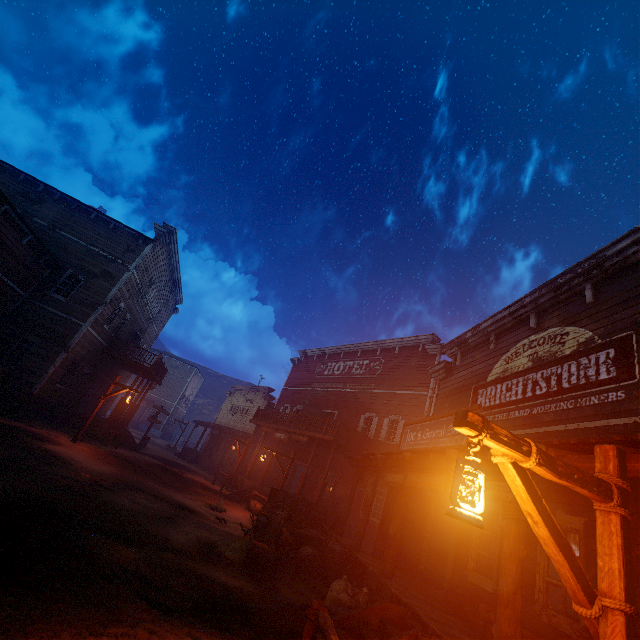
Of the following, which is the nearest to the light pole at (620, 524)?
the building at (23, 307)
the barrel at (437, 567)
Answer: the building at (23, 307)

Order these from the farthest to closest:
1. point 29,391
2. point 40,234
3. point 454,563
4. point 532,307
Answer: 1. point 40,234
2. point 29,391
3. point 532,307
4. point 454,563

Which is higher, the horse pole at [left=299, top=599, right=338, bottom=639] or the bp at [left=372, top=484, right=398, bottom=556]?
the bp at [left=372, top=484, right=398, bottom=556]

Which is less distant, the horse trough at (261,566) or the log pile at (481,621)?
the log pile at (481,621)

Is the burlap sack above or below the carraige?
below

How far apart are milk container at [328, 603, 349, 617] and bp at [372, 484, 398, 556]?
3.3 meters

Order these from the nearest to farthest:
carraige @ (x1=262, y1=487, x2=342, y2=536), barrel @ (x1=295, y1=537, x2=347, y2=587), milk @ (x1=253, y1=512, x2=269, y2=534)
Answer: barrel @ (x1=295, y1=537, x2=347, y2=587) < milk @ (x1=253, y1=512, x2=269, y2=534) < carraige @ (x1=262, y1=487, x2=342, y2=536)

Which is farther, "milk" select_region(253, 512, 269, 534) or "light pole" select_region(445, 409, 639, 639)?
"milk" select_region(253, 512, 269, 534)
